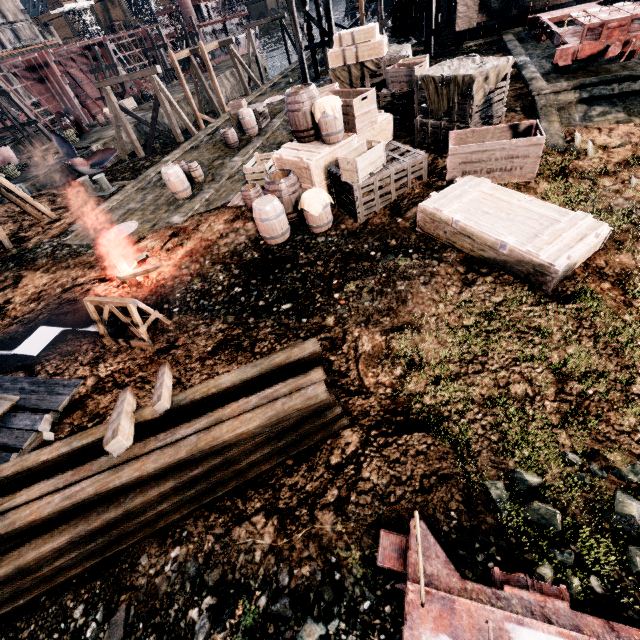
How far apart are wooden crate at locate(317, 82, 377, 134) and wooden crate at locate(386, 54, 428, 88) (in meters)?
2.57

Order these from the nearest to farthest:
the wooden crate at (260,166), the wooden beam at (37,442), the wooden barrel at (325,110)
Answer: the wooden beam at (37,442) < the wooden barrel at (325,110) < the wooden crate at (260,166)

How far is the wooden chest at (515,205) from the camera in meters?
5.9

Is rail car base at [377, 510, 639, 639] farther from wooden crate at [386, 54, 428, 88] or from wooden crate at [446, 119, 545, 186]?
wooden crate at [386, 54, 428, 88]

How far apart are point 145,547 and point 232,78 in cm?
5473

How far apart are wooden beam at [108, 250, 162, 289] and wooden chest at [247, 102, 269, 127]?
14.6m

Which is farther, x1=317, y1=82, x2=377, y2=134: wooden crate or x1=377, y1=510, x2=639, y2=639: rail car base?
x1=317, y1=82, x2=377, y2=134: wooden crate

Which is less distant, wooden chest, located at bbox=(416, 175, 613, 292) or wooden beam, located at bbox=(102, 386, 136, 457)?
wooden beam, located at bbox=(102, 386, 136, 457)
